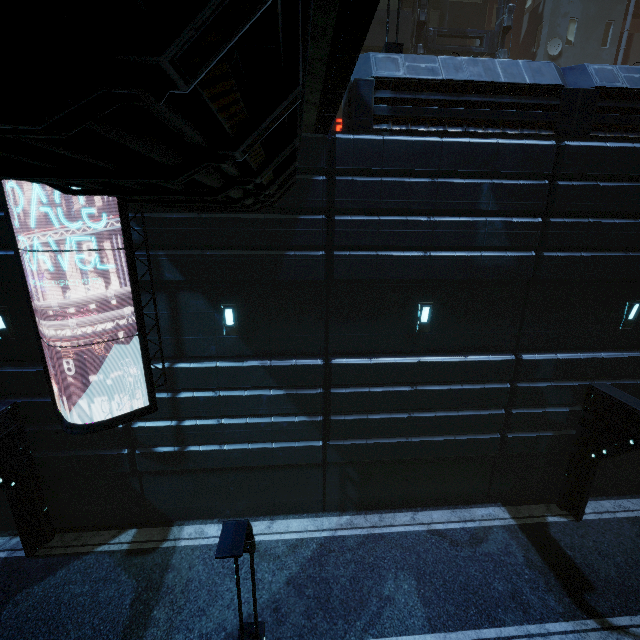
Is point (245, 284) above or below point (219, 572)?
above

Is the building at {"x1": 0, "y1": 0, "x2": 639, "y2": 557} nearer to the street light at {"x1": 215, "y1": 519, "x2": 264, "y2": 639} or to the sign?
the sign

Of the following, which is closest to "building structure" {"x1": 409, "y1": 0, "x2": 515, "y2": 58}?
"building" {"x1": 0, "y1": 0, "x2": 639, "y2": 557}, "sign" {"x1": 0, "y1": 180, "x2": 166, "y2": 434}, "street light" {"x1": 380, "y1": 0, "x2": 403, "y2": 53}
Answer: "building" {"x1": 0, "y1": 0, "x2": 639, "y2": 557}

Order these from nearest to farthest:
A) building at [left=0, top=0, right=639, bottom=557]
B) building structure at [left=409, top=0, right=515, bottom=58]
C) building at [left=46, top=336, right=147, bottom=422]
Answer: building at [left=0, top=0, right=639, bottom=557], building at [left=46, top=336, right=147, bottom=422], building structure at [left=409, top=0, right=515, bottom=58]

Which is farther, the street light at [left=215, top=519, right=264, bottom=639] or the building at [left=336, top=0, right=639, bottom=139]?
the building at [left=336, top=0, right=639, bottom=139]

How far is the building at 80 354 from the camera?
9.0 meters

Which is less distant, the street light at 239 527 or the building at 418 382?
the building at 418 382

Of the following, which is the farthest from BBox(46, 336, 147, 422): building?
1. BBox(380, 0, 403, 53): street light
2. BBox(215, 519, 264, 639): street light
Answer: BBox(215, 519, 264, 639): street light
